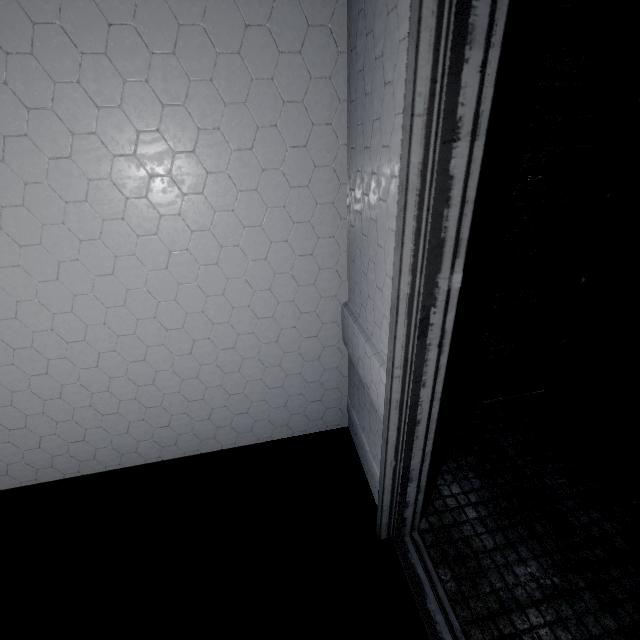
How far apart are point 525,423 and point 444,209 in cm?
151

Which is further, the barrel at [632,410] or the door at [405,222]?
the barrel at [632,410]

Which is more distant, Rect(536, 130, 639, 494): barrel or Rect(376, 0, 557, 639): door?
Rect(536, 130, 639, 494): barrel
